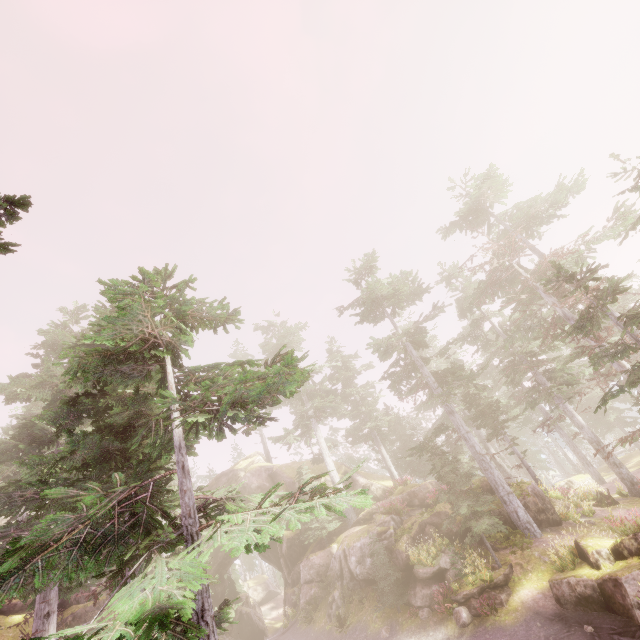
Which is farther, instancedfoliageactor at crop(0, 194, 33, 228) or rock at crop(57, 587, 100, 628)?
rock at crop(57, 587, 100, 628)

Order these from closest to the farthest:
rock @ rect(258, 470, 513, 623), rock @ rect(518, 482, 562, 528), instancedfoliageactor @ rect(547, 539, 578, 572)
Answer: instancedfoliageactor @ rect(547, 539, 578, 572) < rock @ rect(258, 470, 513, 623) < rock @ rect(518, 482, 562, 528)

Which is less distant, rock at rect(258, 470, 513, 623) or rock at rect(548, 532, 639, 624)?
rock at rect(548, 532, 639, 624)

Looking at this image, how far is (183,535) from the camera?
7.9m

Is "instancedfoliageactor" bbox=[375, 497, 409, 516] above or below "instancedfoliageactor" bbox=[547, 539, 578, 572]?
above

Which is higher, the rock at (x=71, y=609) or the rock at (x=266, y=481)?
the rock at (x=266, y=481)

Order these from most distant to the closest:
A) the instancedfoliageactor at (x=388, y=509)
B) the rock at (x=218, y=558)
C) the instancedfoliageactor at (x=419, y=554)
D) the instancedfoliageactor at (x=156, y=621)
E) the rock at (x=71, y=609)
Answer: the rock at (x=218, y=558)
the instancedfoliageactor at (x=388, y=509)
the rock at (x=71, y=609)
the instancedfoliageactor at (x=419, y=554)
the instancedfoliageactor at (x=156, y=621)
